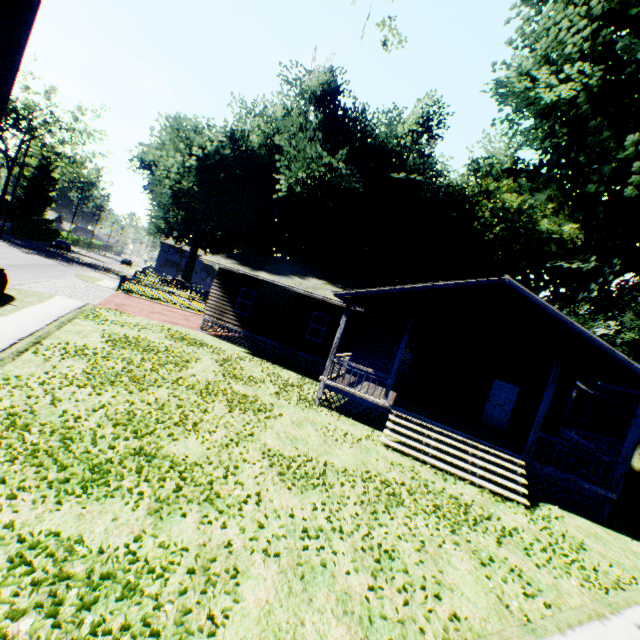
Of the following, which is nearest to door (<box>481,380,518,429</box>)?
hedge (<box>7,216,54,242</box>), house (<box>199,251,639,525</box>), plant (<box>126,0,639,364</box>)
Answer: house (<box>199,251,639,525</box>)

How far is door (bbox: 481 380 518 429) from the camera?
15.4m

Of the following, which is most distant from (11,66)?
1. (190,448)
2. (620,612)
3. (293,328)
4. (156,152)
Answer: (156,152)

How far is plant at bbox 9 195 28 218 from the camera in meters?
58.8 m

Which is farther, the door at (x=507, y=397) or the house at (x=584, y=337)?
the door at (x=507, y=397)

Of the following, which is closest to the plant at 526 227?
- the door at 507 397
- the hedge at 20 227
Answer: the hedge at 20 227

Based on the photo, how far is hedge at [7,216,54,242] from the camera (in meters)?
47.34
